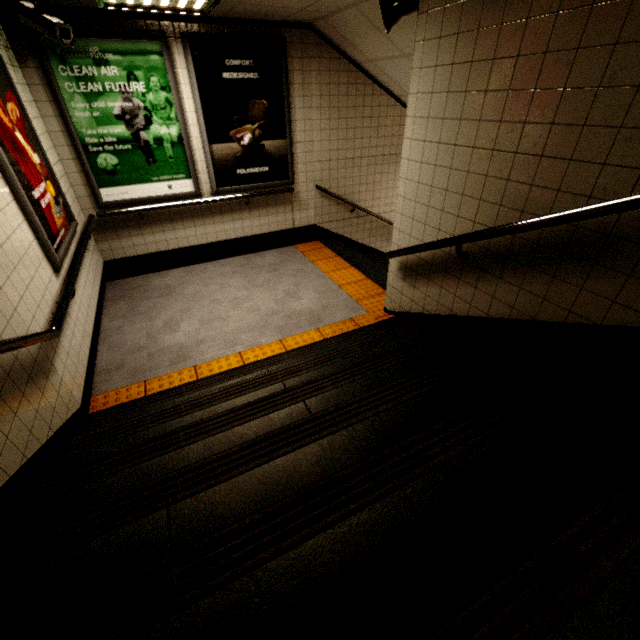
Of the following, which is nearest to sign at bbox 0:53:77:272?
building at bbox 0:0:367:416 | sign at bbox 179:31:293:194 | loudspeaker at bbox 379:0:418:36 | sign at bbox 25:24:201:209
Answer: building at bbox 0:0:367:416

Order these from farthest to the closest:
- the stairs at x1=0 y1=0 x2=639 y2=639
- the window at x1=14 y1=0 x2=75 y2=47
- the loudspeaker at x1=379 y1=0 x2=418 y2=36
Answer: the window at x1=14 y1=0 x2=75 y2=47 < the loudspeaker at x1=379 y1=0 x2=418 y2=36 < the stairs at x1=0 y1=0 x2=639 y2=639

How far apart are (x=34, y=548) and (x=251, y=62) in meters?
5.1 m

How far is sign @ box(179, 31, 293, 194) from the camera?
3.9m

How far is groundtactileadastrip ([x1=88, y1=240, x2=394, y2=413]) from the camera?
2.96m

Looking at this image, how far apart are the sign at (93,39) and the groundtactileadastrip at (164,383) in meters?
1.8 m

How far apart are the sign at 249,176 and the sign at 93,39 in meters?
0.1

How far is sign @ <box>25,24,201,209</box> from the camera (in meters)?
3.43
